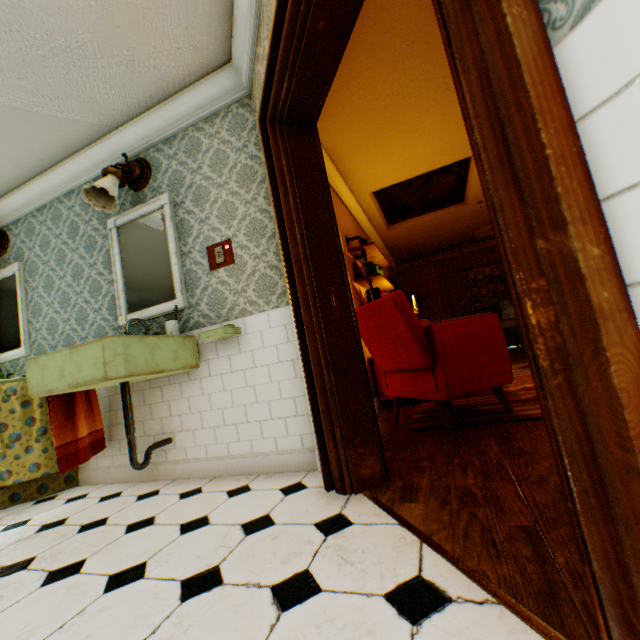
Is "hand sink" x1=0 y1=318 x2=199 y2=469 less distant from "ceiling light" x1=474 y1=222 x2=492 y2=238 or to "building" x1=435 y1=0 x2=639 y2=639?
"building" x1=435 y1=0 x2=639 y2=639

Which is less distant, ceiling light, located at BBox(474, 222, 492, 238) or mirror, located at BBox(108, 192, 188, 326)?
mirror, located at BBox(108, 192, 188, 326)

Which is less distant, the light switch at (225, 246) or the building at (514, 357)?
the light switch at (225, 246)

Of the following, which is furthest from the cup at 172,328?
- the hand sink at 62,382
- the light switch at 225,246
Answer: the light switch at 225,246

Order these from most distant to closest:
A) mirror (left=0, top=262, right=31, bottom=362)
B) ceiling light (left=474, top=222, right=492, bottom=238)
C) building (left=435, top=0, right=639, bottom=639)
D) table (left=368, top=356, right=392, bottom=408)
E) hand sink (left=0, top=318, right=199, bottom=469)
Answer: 1. ceiling light (left=474, top=222, right=492, bottom=238)
2. table (left=368, top=356, right=392, bottom=408)
3. mirror (left=0, top=262, right=31, bottom=362)
4. hand sink (left=0, top=318, right=199, bottom=469)
5. building (left=435, top=0, right=639, bottom=639)

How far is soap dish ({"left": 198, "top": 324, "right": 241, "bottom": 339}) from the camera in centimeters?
233cm

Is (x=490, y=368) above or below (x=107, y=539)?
above

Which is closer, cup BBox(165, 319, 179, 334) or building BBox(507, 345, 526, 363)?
cup BBox(165, 319, 179, 334)
